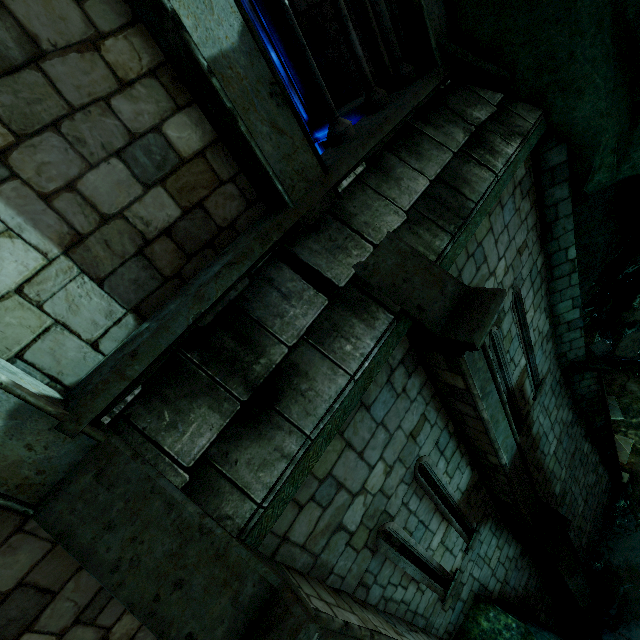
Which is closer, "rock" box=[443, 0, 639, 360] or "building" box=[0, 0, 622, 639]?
"building" box=[0, 0, 622, 639]

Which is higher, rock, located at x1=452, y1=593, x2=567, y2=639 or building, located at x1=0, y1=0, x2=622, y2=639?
building, located at x1=0, y1=0, x2=622, y2=639

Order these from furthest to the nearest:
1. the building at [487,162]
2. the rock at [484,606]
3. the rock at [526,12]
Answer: the rock at [484,606] → the rock at [526,12] → the building at [487,162]

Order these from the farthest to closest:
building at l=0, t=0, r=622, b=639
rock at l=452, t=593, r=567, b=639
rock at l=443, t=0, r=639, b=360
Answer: rock at l=452, t=593, r=567, b=639 < rock at l=443, t=0, r=639, b=360 < building at l=0, t=0, r=622, b=639

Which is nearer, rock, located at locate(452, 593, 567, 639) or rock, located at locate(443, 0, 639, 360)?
rock, located at locate(443, 0, 639, 360)

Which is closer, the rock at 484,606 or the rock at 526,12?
the rock at 526,12

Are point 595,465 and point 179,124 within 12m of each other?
no
